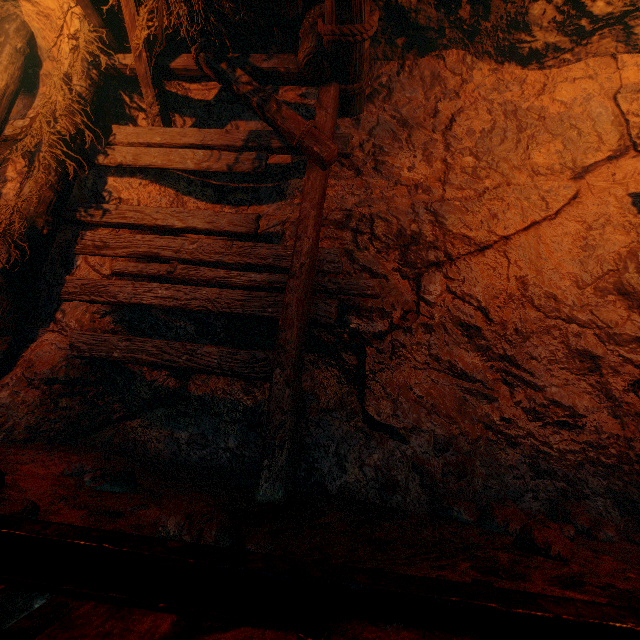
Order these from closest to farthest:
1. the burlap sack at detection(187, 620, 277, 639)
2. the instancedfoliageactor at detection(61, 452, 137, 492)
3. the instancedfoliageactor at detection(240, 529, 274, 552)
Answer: the burlap sack at detection(187, 620, 277, 639)
the instancedfoliageactor at detection(240, 529, 274, 552)
the instancedfoliageactor at detection(61, 452, 137, 492)

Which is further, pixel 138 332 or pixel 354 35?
pixel 138 332

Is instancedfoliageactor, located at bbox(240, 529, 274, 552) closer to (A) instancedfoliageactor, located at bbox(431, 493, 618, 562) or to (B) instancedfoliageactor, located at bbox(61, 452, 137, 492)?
(B) instancedfoliageactor, located at bbox(61, 452, 137, 492)

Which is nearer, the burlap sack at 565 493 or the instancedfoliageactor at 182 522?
the instancedfoliageactor at 182 522

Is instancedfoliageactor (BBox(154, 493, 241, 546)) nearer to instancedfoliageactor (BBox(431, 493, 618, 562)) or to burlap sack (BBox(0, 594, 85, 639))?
burlap sack (BBox(0, 594, 85, 639))

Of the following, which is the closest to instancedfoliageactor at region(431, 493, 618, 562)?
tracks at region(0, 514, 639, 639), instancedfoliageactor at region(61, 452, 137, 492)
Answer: tracks at region(0, 514, 639, 639)

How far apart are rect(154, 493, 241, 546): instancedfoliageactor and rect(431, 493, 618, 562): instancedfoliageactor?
1.36m

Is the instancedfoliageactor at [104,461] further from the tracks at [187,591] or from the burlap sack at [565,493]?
the tracks at [187,591]
